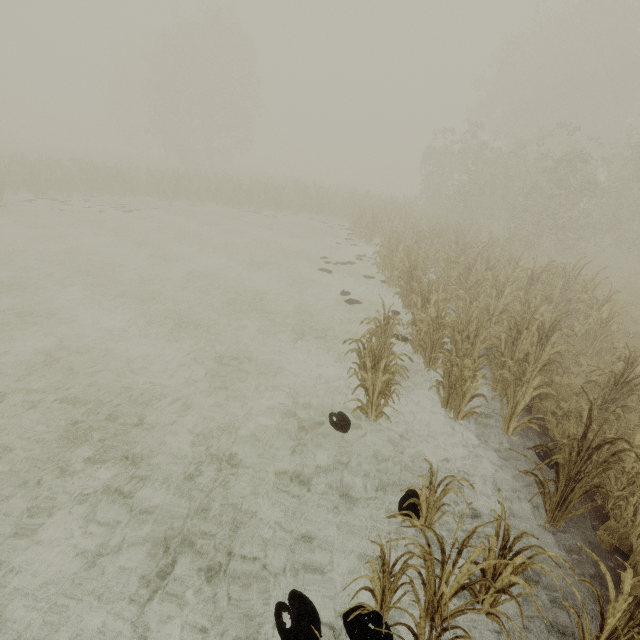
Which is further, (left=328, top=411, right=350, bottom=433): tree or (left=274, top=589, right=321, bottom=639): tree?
(left=328, top=411, right=350, bottom=433): tree

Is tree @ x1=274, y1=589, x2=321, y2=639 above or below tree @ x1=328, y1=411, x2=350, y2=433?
below

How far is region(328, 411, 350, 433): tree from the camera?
5.2 meters

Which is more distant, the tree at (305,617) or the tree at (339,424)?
the tree at (339,424)

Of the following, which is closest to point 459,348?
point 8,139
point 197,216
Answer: point 197,216

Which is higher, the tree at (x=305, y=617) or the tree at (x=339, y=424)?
the tree at (x=339, y=424)
